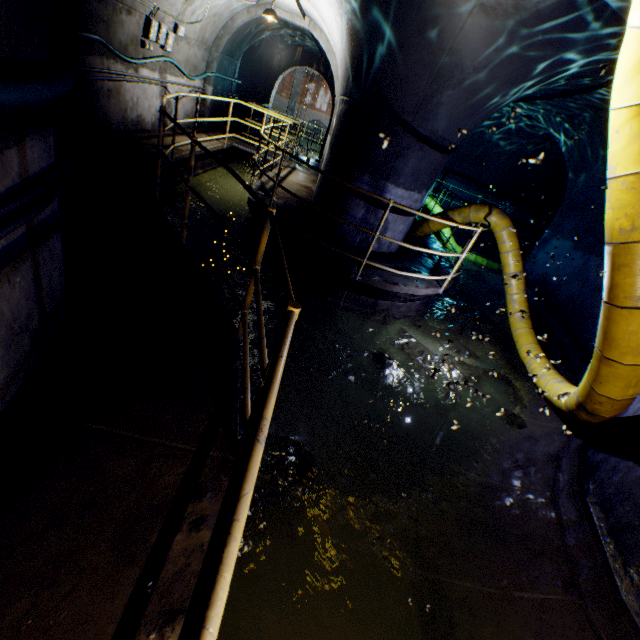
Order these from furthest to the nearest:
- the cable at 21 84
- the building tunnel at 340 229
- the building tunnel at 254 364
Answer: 1. the building tunnel at 340 229
2. the building tunnel at 254 364
3. the cable at 21 84

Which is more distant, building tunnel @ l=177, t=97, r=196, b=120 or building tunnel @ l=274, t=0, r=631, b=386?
building tunnel @ l=177, t=97, r=196, b=120

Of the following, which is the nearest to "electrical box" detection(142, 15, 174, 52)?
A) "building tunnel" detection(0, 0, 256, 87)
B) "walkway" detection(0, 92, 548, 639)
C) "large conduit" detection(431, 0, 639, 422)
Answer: "building tunnel" detection(0, 0, 256, 87)

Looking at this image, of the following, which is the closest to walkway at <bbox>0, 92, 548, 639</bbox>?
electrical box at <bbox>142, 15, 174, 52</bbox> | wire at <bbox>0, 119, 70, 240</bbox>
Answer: wire at <bbox>0, 119, 70, 240</bbox>

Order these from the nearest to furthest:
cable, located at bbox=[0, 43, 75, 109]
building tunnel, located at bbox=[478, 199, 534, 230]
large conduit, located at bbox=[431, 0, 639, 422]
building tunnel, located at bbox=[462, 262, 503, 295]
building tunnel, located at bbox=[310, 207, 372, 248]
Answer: cable, located at bbox=[0, 43, 75, 109] → large conduit, located at bbox=[431, 0, 639, 422] → building tunnel, located at bbox=[310, 207, 372, 248] → building tunnel, located at bbox=[462, 262, 503, 295] → building tunnel, located at bbox=[478, 199, 534, 230]

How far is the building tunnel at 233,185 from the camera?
7.7m

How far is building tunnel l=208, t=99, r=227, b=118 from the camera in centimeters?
1161cm

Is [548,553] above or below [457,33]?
below
